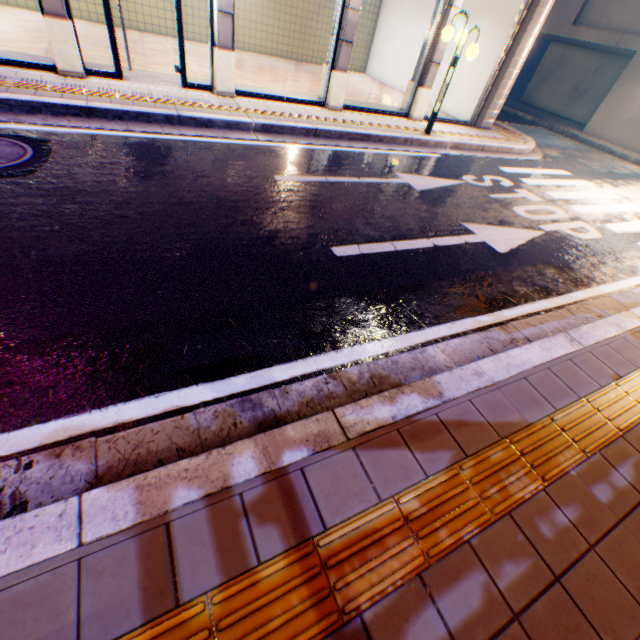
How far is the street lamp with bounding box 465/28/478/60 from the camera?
7.1 meters

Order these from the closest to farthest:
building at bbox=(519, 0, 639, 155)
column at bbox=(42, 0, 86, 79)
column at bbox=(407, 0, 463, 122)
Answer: column at bbox=(42, 0, 86, 79)
column at bbox=(407, 0, 463, 122)
building at bbox=(519, 0, 639, 155)

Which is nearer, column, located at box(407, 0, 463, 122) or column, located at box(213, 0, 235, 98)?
column, located at box(213, 0, 235, 98)

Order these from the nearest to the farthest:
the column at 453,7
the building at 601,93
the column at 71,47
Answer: the column at 71,47 → the column at 453,7 → the building at 601,93

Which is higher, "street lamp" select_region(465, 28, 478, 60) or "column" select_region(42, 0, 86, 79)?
"street lamp" select_region(465, 28, 478, 60)

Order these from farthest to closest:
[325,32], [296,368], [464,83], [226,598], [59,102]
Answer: [325,32] → [464,83] → [59,102] → [296,368] → [226,598]

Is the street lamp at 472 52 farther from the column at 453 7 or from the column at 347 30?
the column at 347 30

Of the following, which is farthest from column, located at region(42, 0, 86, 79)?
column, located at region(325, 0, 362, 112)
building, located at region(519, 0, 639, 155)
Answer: building, located at region(519, 0, 639, 155)
